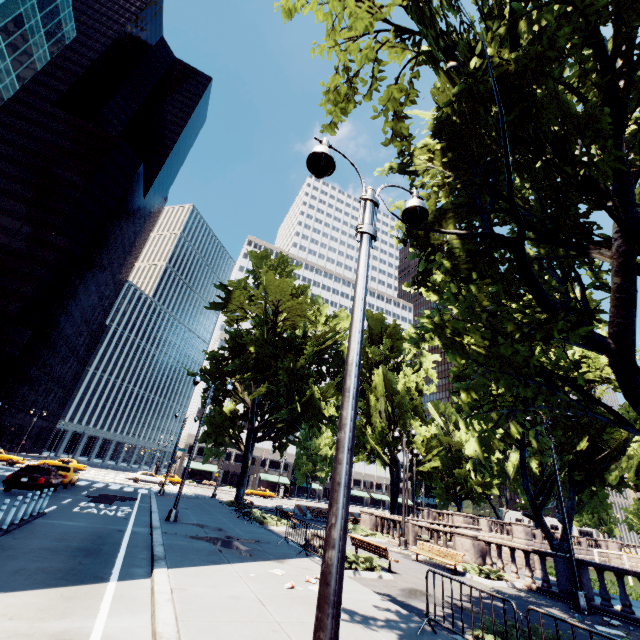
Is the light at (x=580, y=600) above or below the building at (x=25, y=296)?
below

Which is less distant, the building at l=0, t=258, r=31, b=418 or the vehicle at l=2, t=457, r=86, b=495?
the vehicle at l=2, t=457, r=86, b=495

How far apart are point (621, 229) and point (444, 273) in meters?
4.5 m

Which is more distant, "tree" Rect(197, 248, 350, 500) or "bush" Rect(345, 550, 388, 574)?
"tree" Rect(197, 248, 350, 500)

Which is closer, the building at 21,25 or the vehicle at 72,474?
the vehicle at 72,474

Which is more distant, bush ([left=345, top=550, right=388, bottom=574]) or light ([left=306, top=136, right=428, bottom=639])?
bush ([left=345, top=550, right=388, bottom=574])

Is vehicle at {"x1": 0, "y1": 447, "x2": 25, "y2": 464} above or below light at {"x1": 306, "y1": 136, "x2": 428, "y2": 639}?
below

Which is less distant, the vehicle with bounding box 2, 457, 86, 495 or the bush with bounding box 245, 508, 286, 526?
the vehicle with bounding box 2, 457, 86, 495
